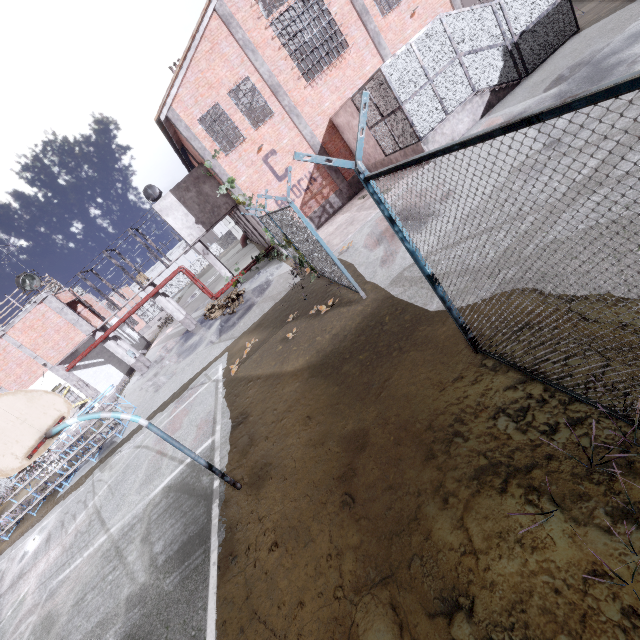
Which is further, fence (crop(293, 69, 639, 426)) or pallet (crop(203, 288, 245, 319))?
pallet (crop(203, 288, 245, 319))

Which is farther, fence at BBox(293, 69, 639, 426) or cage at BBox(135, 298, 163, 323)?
cage at BBox(135, 298, 163, 323)

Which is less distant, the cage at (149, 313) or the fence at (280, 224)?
the fence at (280, 224)

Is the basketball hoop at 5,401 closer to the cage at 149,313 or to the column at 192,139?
the column at 192,139

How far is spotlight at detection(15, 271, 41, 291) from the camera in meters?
17.6

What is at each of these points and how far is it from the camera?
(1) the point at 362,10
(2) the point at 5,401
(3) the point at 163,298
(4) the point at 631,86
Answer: (1) column, 16.4m
(2) basketball hoop, 4.5m
(3) column, 21.1m
(4) fence, 1.1m

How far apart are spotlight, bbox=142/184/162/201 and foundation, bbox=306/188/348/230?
9.3m

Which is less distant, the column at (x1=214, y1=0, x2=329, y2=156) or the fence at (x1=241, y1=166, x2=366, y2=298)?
the fence at (x1=241, y1=166, x2=366, y2=298)
